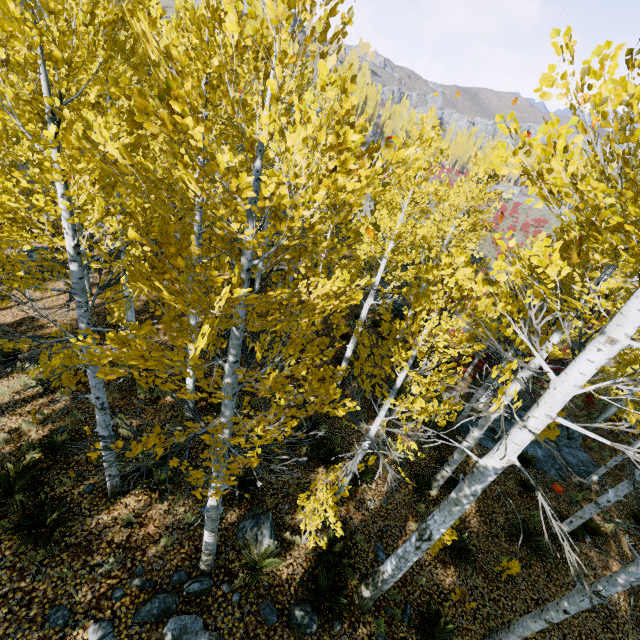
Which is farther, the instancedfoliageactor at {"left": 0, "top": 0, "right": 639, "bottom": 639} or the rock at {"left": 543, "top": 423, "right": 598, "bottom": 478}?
the rock at {"left": 543, "top": 423, "right": 598, "bottom": 478}

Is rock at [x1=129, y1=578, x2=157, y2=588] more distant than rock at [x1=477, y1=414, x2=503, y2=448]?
No

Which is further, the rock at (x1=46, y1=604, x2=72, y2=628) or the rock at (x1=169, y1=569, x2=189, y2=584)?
the rock at (x1=169, y1=569, x2=189, y2=584)

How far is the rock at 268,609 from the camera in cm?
548

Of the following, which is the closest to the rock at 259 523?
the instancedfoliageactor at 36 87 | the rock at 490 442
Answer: the instancedfoliageactor at 36 87

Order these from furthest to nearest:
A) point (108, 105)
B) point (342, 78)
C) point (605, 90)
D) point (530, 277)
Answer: point (530, 277) < point (108, 105) < point (605, 90) < point (342, 78)

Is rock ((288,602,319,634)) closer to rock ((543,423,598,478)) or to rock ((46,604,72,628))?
rock ((46,604,72,628))

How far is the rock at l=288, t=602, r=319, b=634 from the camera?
5.58m
